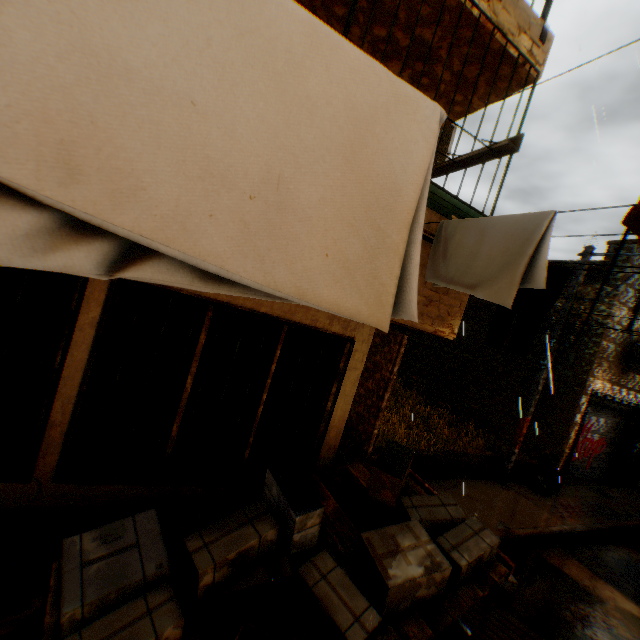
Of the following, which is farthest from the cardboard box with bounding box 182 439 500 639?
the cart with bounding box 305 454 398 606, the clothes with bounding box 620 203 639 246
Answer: the clothes with bounding box 620 203 639 246

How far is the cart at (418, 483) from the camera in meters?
4.4 m

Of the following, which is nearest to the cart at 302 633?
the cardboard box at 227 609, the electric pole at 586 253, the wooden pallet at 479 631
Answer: the cardboard box at 227 609

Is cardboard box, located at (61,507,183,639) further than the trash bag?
No

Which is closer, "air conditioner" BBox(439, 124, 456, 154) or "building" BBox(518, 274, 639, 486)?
"air conditioner" BBox(439, 124, 456, 154)

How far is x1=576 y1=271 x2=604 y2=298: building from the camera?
10.8m

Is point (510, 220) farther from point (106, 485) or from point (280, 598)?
point (106, 485)

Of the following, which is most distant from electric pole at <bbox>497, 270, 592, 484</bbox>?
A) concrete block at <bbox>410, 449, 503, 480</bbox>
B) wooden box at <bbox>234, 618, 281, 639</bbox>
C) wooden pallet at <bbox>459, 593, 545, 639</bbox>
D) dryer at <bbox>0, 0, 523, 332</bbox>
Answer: wooden box at <bbox>234, 618, 281, 639</bbox>
